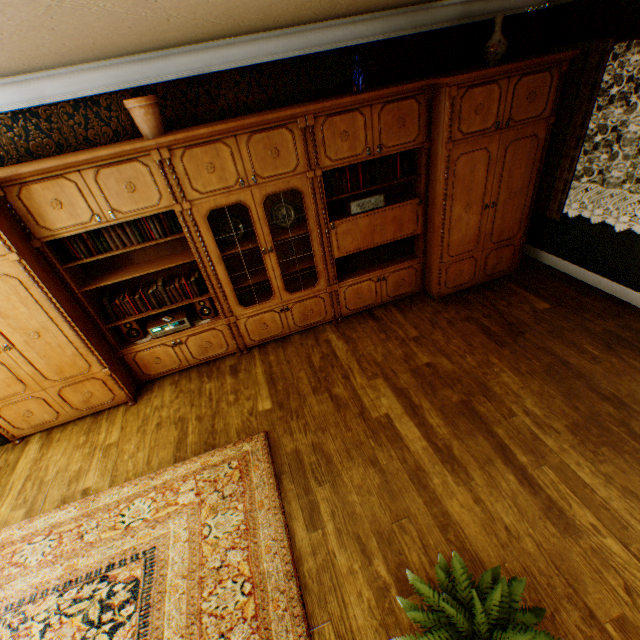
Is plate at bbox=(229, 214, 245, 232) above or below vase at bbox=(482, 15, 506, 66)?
below

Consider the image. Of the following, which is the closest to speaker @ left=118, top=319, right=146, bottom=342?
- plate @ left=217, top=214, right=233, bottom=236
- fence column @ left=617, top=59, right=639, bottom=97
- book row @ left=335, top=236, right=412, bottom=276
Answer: plate @ left=217, top=214, right=233, bottom=236

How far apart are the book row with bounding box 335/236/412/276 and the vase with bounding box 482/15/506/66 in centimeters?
194cm

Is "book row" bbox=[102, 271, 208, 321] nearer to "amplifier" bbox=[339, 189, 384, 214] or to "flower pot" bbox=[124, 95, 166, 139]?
"flower pot" bbox=[124, 95, 166, 139]

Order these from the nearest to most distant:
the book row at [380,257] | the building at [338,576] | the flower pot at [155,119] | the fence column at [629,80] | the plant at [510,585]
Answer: the plant at [510,585] < the building at [338,576] < the flower pot at [155,119] < the book row at [380,257] < the fence column at [629,80]

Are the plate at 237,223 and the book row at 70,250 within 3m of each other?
yes

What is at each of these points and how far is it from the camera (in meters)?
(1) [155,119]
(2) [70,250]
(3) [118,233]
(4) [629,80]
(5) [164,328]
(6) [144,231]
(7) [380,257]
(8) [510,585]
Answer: (1) flower pot, 2.89
(2) book row, 3.16
(3) book, 3.22
(4) fence column, 15.86
(5) receiver, 3.80
(6) book row, 3.26
(7) book row, 4.38
(8) plant, 1.68

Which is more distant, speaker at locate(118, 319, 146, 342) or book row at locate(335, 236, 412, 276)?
book row at locate(335, 236, 412, 276)
